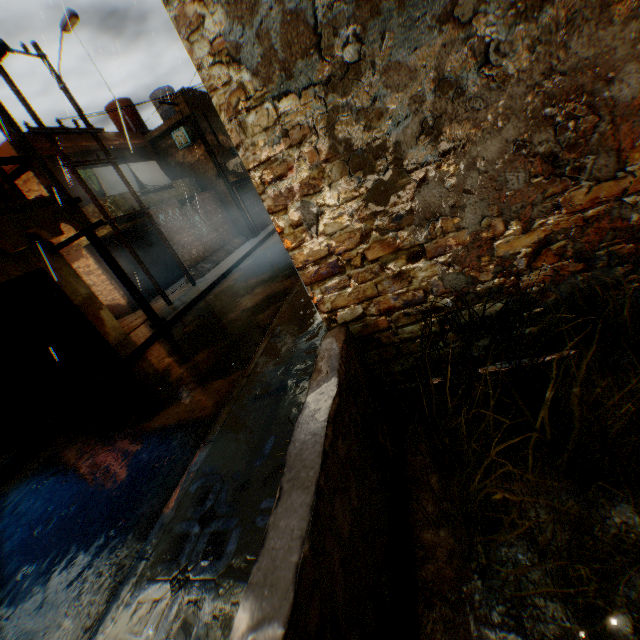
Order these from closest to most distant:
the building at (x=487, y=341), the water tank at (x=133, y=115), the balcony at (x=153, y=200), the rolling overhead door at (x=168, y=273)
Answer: the building at (x=487, y=341) < the balcony at (x=153, y=200) < the rolling overhead door at (x=168, y=273) < the water tank at (x=133, y=115)

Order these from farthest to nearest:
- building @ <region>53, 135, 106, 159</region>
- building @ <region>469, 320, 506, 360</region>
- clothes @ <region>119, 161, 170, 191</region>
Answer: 1. clothes @ <region>119, 161, 170, 191</region>
2. building @ <region>53, 135, 106, 159</region>
3. building @ <region>469, 320, 506, 360</region>

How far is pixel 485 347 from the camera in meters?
2.5

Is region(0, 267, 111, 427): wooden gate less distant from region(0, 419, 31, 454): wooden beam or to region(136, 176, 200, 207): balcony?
region(0, 419, 31, 454): wooden beam

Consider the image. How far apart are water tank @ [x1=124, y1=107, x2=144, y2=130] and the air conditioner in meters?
4.4 m

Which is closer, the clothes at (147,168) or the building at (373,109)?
the building at (373,109)

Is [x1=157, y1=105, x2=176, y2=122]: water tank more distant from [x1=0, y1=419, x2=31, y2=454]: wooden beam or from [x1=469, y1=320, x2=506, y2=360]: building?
[x1=0, y1=419, x2=31, y2=454]: wooden beam

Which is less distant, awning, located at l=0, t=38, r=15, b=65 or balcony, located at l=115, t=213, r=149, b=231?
awning, located at l=0, t=38, r=15, b=65
